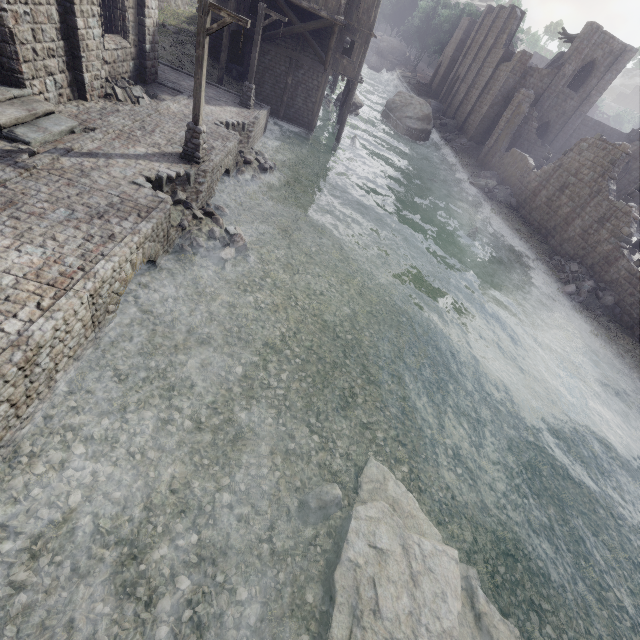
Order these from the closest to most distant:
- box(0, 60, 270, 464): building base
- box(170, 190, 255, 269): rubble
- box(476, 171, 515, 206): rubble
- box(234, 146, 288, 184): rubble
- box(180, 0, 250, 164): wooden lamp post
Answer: box(0, 60, 270, 464): building base, box(180, 0, 250, 164): wooden lamp post, box(170, 190, 255, 269): rubble, box(234, 146, 288, 184): rubble, box(476, 171, 515, 206): rubble

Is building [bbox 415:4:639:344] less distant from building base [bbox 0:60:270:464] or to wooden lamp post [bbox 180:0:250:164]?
building base [bbox 0:60:270:464]

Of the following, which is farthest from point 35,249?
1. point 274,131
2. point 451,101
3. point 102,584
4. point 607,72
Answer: point 451,101

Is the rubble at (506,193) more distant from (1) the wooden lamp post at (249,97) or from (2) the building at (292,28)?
(1) the wooden lamp post at (249,97)

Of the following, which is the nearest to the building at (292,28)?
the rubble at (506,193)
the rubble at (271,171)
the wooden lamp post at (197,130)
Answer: the rubble at (506,193)

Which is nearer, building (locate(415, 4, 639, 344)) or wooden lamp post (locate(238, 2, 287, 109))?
wooden lamp post (locate(238, 2, 287, 109))

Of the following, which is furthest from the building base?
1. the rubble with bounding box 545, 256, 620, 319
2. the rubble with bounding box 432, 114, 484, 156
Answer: the rubble with bounding box 432, 114, 484, 156

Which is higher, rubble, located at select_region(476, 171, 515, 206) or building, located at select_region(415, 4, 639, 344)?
building, located at select_region(415, 4, 639, 344)
